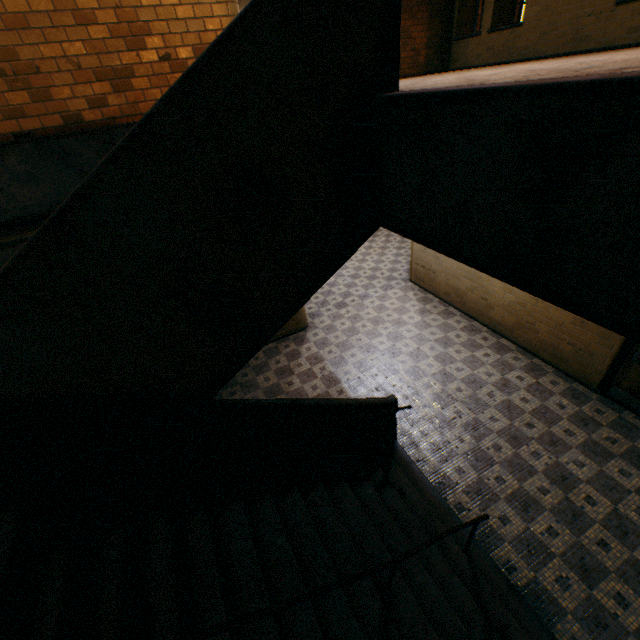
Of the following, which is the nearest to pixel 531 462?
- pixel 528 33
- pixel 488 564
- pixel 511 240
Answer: pixel 488 564

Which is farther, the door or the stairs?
the door

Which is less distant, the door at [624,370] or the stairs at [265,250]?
the stairs at [265,250]
